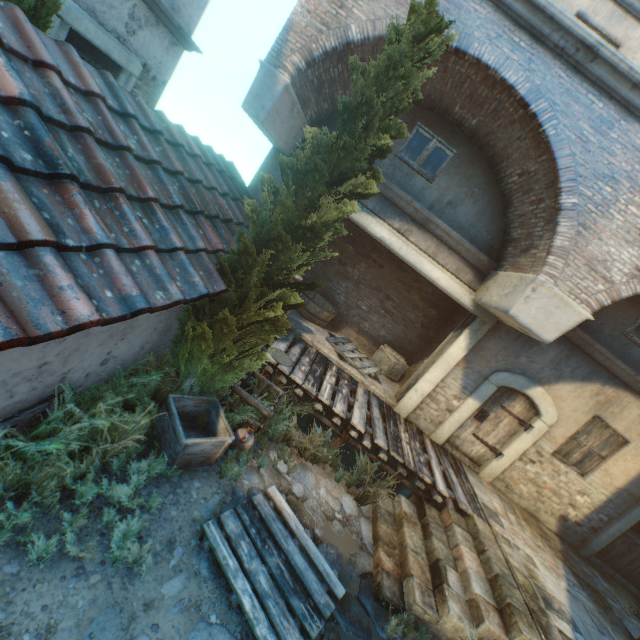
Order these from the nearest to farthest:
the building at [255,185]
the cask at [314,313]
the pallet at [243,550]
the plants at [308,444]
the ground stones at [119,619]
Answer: the ground stones at [119,619], the pallet at [243,550], the plants at [308,444], the building at [255,185], the cask at [314,313]

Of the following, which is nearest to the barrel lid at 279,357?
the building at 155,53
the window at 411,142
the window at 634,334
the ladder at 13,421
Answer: the ladder at 13,421

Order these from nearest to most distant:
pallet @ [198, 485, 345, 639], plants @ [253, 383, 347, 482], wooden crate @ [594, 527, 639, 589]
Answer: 1. pallet @ [198, 485, 345, 639]
2. plants @ [253, 383, 347, 482]
3. wooden crate @ [594, 527, 639, 589]

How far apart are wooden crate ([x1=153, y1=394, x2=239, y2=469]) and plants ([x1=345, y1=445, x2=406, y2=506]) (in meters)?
2.38

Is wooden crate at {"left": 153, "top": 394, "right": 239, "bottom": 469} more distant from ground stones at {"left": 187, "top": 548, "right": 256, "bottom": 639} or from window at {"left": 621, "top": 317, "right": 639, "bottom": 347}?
window at {"left": 621, "top": 317, "right": 639, "bottom": 347}

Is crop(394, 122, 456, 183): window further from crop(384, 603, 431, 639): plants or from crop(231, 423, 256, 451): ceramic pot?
crop(384, 603, 431, 639): plants

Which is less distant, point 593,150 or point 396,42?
point 396,42

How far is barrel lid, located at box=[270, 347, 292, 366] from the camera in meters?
6.0 m
